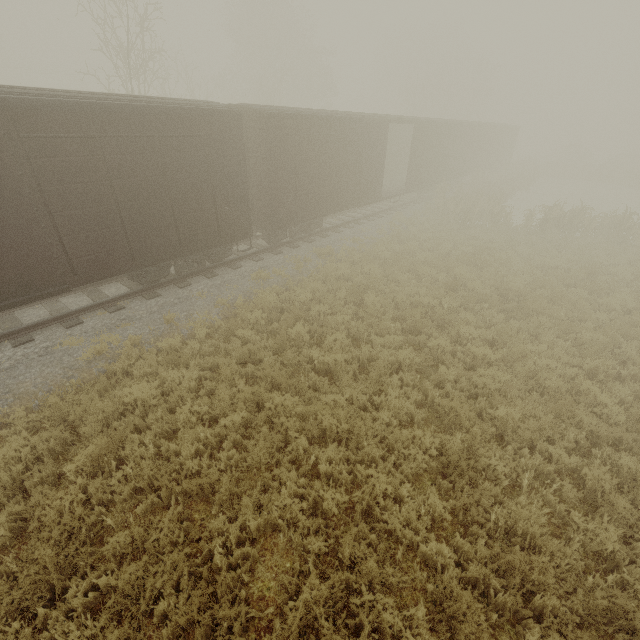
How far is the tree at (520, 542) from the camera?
4.27m

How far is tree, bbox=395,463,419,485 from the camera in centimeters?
521cm

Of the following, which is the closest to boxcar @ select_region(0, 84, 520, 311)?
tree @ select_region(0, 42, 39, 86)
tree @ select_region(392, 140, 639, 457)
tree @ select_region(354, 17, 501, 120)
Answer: tree @ select_region(392, 140, 639, 457)

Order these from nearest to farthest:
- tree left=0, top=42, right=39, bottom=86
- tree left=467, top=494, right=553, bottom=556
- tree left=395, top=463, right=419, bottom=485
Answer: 1. tree left=467, top=494, right=553, bottom=556
2. tree left=395, top=463, right=419, bottom=485
3. tree left=0, top=42, right=39, bottom=86

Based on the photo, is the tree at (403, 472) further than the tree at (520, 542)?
Yes

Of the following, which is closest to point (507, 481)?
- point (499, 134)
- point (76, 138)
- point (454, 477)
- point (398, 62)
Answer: point (454, 477)

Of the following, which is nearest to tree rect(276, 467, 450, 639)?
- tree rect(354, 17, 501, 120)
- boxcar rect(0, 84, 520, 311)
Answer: boxcar rect(0, 84, 520, 311)
